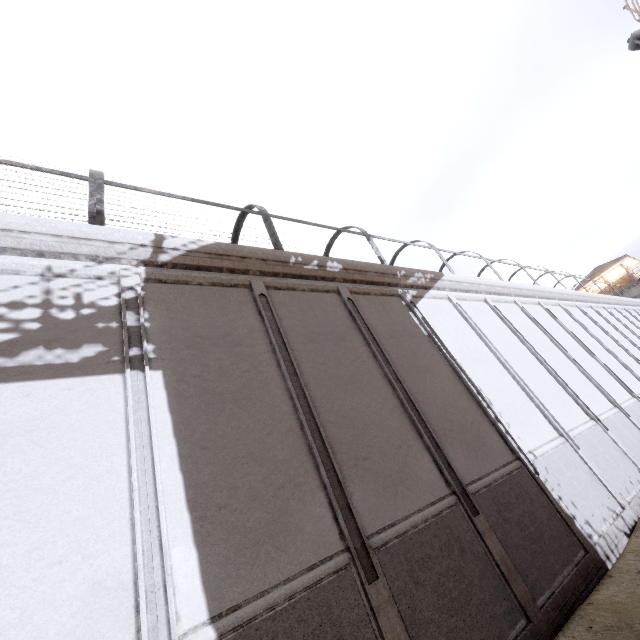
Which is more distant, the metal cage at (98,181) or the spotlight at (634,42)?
the spotlight at (634,42)

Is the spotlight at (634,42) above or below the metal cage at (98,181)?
above

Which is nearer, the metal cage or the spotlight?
the metal cage

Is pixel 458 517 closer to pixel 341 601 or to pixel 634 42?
pixel 341 601

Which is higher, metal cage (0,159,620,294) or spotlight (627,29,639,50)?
spotlight (627,29,639,50)
